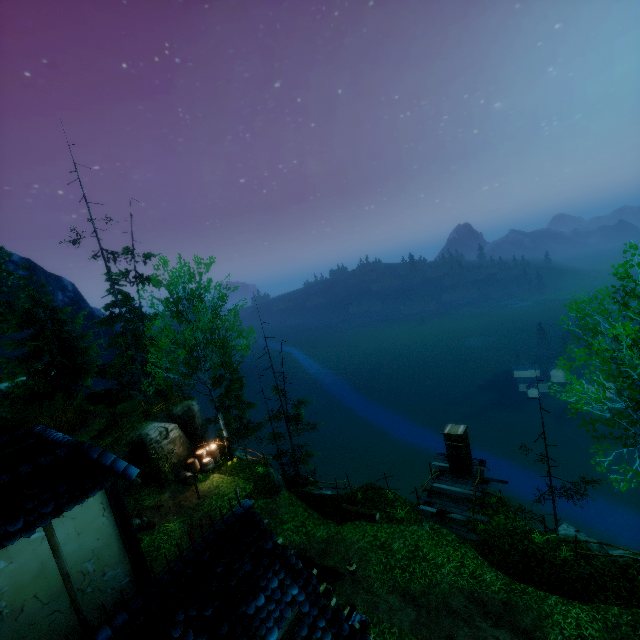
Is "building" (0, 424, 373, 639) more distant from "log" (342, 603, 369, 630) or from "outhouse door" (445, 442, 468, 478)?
"outhouse door" (445, 442, 468, 478)

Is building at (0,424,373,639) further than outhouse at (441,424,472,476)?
No

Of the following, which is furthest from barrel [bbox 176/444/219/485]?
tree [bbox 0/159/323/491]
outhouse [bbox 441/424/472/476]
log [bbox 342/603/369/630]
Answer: outhouse [bbox 441/424/472/476]

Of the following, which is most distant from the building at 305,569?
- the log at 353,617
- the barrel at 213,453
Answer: the barrel at 213,453

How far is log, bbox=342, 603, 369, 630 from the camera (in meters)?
10.71

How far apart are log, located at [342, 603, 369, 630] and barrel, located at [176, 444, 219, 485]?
11.7m

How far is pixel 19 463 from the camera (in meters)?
5.87

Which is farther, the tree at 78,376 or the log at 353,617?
the tree at 78,376
